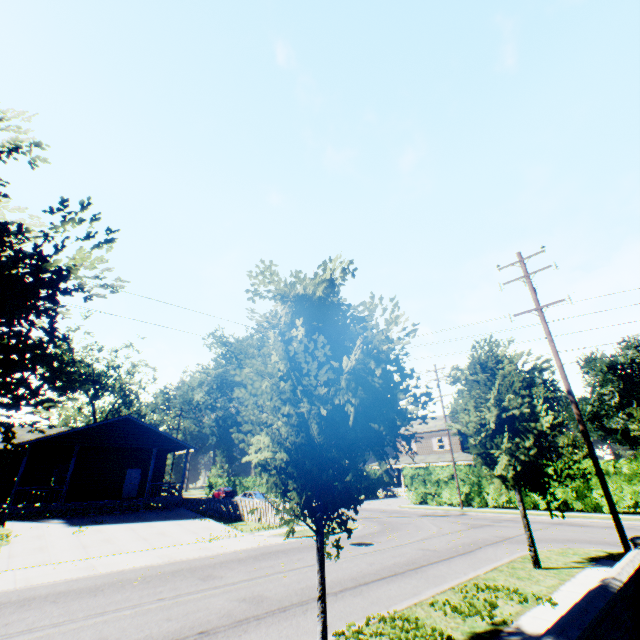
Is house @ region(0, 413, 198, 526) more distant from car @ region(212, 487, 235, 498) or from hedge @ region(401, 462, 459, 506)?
hedge @ region(401, 462, 459, 506)

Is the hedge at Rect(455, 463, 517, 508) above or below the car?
below

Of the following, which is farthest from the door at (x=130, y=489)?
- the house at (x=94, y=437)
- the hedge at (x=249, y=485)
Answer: the hedge at (x=249, y=485)

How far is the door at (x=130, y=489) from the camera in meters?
26.7

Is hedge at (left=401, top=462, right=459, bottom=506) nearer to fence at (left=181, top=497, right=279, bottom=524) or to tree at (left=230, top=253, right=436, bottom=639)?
fence at (left=181, top=497, right=279, bottom=524)

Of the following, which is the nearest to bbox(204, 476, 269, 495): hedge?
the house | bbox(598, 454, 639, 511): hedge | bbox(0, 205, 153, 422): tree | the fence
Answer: bbox(598, 454, 639, 511): hedge

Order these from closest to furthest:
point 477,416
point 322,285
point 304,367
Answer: point 304,367 < point 322,285 < point 477,416

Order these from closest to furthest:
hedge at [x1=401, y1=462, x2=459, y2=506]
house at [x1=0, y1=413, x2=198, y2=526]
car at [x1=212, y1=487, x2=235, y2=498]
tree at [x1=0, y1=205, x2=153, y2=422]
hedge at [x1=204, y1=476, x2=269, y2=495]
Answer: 1. tree at [x1=0, y1=205, x2=153, y2=422]
2. house at [x1=0, y1=413, x2=198, y2=526]
3. hedge at [x1=401, y1=462, x2=459, y2=506]
4. car at [x1=212, y1=487, x2=235, y2=498]
5. hedge at [x1=204, y1=476, x2=269, y2=495]
